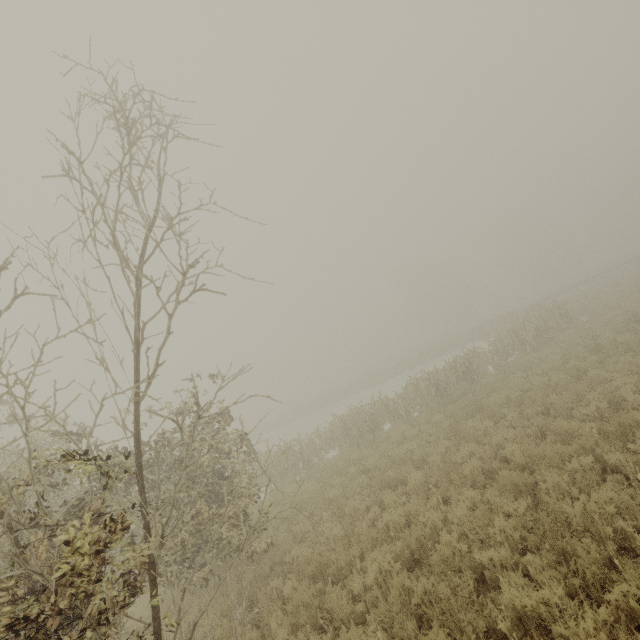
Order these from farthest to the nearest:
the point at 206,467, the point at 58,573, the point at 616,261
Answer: the point at 616,261 → the point at 206,467 → the point at 58,573
